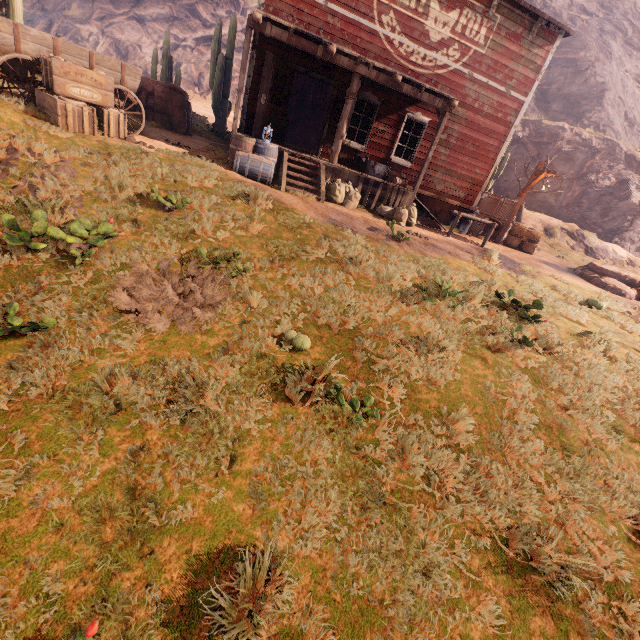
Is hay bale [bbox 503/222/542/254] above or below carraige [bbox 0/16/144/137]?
below

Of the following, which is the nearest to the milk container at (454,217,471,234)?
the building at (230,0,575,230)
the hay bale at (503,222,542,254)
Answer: the building at (230,0,575,230)

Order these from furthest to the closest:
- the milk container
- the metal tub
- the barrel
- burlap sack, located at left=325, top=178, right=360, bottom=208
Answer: the milk container, the metal tub, burlap sack, located at left=325, top=178, right=360, bottom=208, the barrel

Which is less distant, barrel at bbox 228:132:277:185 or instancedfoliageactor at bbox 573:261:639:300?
barrel at bbox 228:132:277:185

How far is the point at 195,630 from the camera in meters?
2.1

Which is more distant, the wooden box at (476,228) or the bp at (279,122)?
the wooden box at (476,228)

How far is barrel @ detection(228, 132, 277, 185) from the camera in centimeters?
834cm

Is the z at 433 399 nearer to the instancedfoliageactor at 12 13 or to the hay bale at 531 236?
the instancedfoliageactor at 12 13
